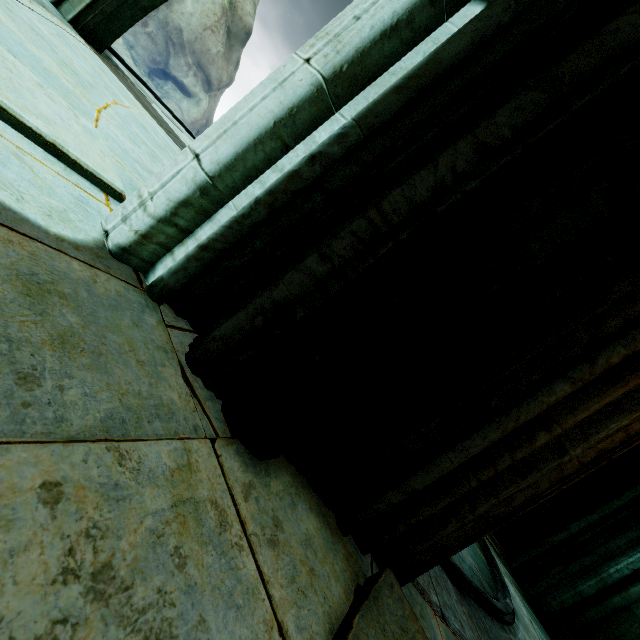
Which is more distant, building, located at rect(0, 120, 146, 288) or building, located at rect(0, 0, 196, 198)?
building, located at rect(0, 0, 196, 198)

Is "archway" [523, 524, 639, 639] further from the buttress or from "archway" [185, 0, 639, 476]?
the buttress

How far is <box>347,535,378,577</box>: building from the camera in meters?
1.7 m

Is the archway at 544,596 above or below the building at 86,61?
above

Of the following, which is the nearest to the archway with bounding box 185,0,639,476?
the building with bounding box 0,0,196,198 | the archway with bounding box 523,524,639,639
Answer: the building with bounding box 0,0,196,198

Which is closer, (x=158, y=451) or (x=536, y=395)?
(x=158, y=451)

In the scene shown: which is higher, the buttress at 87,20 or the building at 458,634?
the buttress at 87,20
